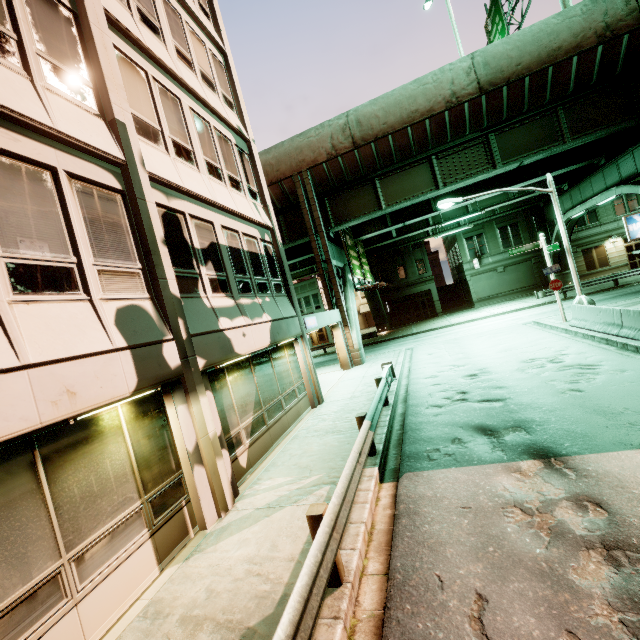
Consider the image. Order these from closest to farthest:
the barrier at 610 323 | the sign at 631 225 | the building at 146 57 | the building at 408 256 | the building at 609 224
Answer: the building at 146 57 < the barrier at 610 323 < the sign at 631 225 < the building at 609 224 < the building at 408 256

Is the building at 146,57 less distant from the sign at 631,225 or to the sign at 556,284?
the sign at 556,284

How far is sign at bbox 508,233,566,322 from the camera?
16.5 meters

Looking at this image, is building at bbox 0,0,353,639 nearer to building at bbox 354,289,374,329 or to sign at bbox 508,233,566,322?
sign at bbox 508,233,566,322

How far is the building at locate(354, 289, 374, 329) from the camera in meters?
52.4 m

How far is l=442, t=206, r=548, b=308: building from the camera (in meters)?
34.88

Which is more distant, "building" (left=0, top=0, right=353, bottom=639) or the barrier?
the barrier

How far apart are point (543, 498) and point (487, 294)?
35.9 meters
